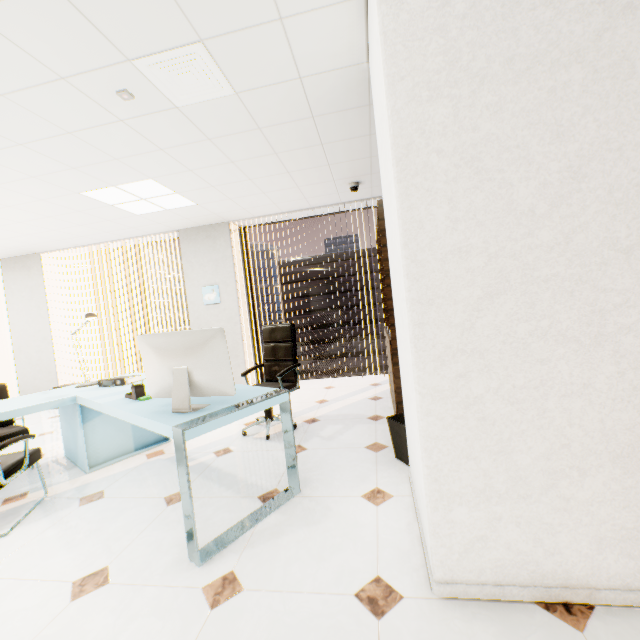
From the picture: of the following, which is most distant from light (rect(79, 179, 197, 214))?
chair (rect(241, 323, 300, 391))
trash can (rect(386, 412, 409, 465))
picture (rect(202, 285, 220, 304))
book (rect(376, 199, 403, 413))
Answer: trash can (rect(386, 412, 409, 465))

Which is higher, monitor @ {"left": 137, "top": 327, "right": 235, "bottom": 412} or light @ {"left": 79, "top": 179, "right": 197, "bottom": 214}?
light @ {"left": 79, "top": 179, "right": 197, "bottom": 214}

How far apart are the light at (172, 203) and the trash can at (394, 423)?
3.7 meters

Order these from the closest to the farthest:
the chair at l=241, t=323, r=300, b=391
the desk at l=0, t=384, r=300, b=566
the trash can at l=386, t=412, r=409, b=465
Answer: the desk at l=0, t=384, r=300, b=566, the trash can at l=386, t=412, r=409, b=465, the chair at l=241, t=323, r=300, b=391

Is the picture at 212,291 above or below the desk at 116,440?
above

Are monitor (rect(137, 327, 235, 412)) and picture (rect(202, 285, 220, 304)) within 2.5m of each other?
no

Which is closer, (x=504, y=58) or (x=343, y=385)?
(x=504, y=58)

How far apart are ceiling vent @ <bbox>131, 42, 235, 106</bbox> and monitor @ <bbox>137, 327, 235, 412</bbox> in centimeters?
176cm
